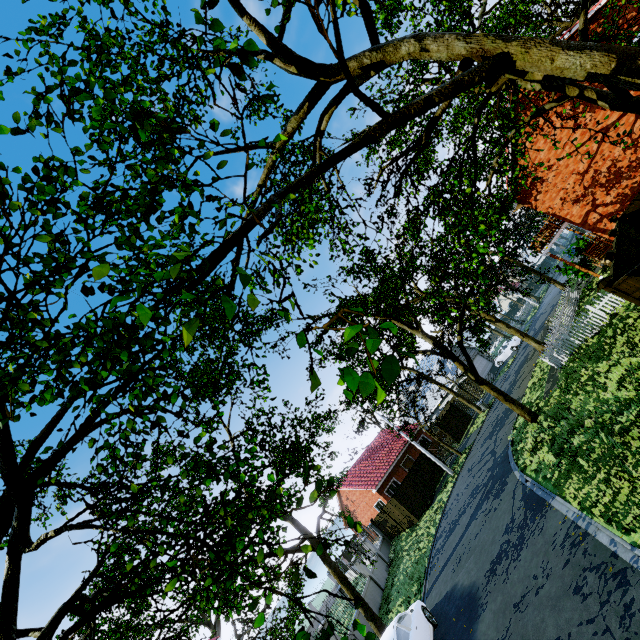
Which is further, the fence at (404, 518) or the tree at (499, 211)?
the fence at (404, 518)

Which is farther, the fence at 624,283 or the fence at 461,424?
the fence at 461,424

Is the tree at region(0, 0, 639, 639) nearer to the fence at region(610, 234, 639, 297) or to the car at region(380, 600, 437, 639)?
the fence at region(610, 234, 639, 297)

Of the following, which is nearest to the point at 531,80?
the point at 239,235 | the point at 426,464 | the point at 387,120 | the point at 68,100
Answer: the point at 387,120

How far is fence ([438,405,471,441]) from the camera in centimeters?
3122cm

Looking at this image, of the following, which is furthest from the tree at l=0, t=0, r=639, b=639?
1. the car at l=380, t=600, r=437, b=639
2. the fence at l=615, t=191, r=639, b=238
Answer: the car at l=380, t=600, r=437, b=639

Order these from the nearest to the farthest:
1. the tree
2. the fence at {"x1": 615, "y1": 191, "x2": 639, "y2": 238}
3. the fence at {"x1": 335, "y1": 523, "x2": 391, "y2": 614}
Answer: the tree, the fence at {"x1": 615, "y1": 191, "x2": 639, "y2": 238}, the fence at {"x1": 335, "y1": 523, "x2": 391, "y2": 614}

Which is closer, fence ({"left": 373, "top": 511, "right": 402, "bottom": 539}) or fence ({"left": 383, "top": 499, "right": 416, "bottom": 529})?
fence ({"left": 383, "top": 499, "right": 416, "bottom": 529})
